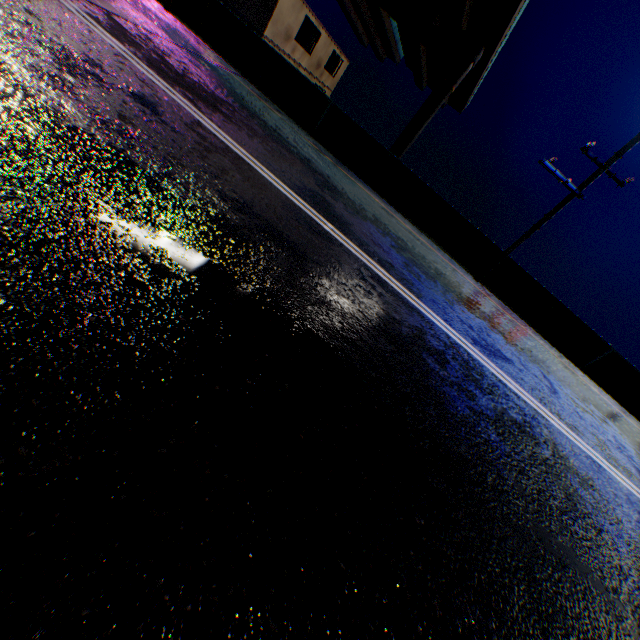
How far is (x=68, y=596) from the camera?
1.14m
